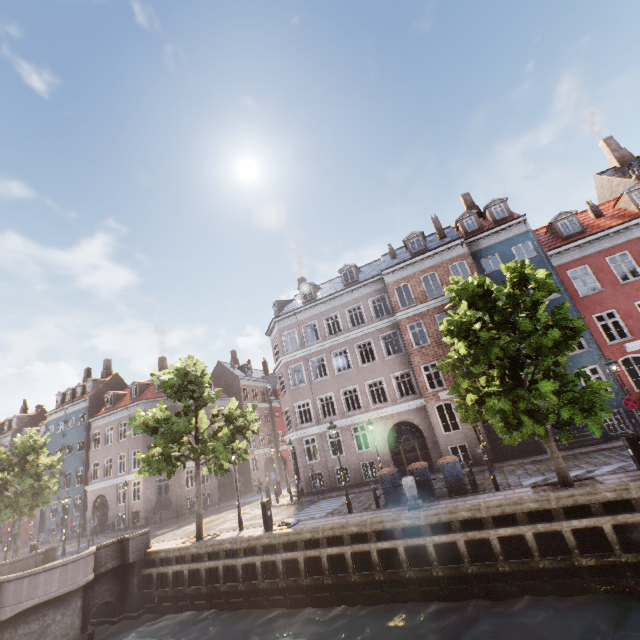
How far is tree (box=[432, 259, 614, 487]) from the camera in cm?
998

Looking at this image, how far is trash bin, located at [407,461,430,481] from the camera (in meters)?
13.61

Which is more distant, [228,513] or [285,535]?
[228,513]

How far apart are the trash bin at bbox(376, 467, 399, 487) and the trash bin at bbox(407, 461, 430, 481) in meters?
0.5 m

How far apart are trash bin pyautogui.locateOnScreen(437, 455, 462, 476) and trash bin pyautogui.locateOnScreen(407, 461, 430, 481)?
0.5m

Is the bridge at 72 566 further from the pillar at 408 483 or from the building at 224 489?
the pillar at 408 483

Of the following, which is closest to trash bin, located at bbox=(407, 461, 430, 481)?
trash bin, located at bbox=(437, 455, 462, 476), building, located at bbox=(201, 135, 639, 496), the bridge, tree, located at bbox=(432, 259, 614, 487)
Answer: trash bin, located at bbox=(437, 455, 462, 476)

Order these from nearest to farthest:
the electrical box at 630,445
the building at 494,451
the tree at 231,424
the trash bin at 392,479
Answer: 1. the electrical box at 630,445
2. the trash bin at 392,479
3. the tree at 231,424
4. the building at 494,451
